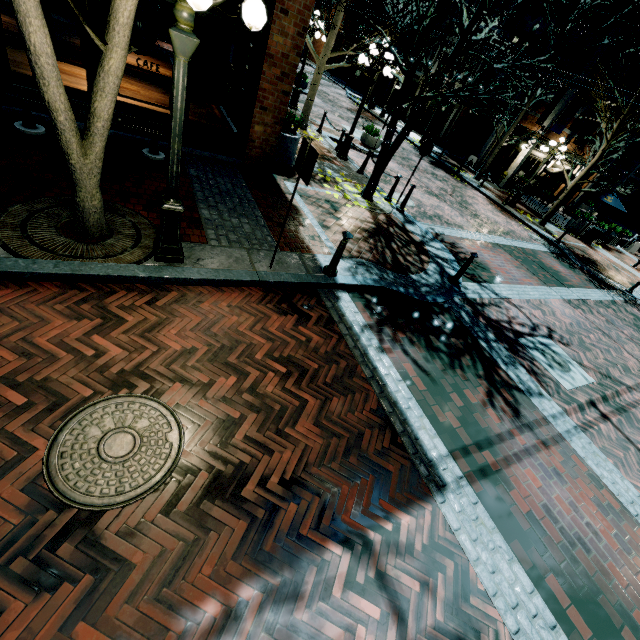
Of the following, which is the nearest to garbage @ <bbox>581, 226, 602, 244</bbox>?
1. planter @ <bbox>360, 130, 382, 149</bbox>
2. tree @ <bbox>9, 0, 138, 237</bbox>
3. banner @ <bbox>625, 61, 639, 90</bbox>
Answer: banner @ <bbox>625, 61, 639, 90</bbox>

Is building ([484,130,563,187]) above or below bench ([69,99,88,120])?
above

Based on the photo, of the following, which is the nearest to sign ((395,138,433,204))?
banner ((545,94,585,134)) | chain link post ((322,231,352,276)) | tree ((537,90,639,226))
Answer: chain link post ((322,231,352,276))

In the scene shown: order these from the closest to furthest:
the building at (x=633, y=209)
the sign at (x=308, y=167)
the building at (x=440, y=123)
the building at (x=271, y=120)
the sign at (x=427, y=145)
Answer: the sign at (x=308, y=167)
the building at (x=271, y=120)
the sign at (x=427, y=145)
the building at (x=440, y=123)
the building at (x=633, y=209)

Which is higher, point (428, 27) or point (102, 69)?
point (428, 27)

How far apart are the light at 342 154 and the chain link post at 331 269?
7.8m

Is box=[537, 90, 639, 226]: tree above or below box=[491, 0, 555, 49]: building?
below

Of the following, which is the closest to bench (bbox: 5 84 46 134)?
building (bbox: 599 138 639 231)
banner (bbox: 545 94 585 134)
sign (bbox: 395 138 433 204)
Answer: sign (bbox: 395 138 433 204)
